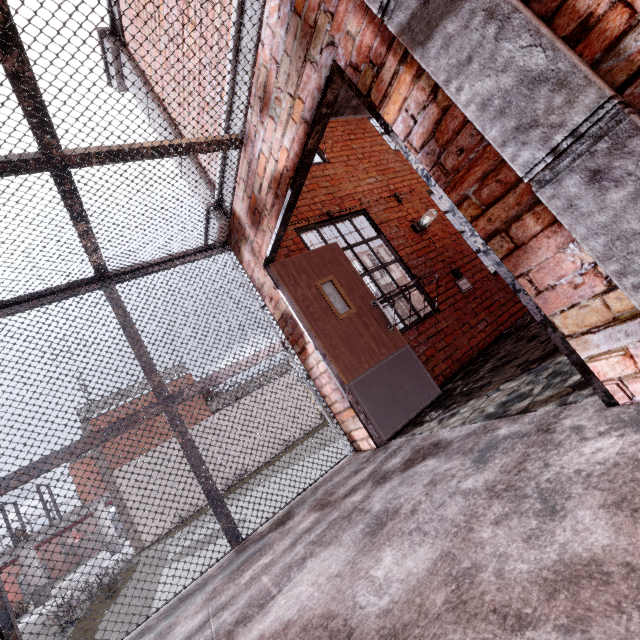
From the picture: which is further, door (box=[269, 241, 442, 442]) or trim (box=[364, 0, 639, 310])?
door (box=[269, 241, 442, 442])

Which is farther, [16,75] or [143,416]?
[143,416]

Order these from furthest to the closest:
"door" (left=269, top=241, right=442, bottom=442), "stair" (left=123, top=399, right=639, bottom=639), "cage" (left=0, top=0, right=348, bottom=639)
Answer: "door" (left=269, top=241, right=442, bottom=442) → "cage" (left=0, top=0, right=348, bottom=639) → "stair" (left=123, top=399, right=639, bottom=639)

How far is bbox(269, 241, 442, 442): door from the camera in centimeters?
325cm

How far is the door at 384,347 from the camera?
3.2m

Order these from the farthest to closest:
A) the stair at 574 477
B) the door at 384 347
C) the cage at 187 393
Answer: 1. the door at 384 347
2. the cage at 187 393
3. the stair at 574 477

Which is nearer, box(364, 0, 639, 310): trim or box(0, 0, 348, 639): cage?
box(364, 0, 639, 310): trim

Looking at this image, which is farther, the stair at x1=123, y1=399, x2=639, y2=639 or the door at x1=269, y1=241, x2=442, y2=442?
the door at x1=269, y1=241, x2=442, y2=442
